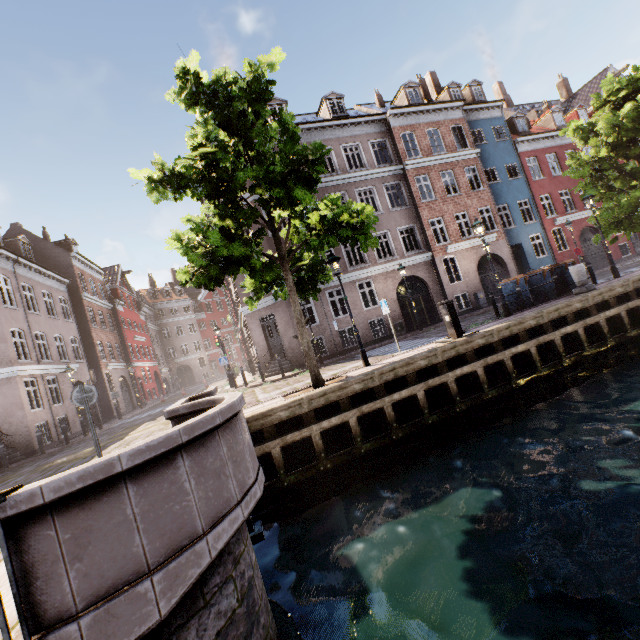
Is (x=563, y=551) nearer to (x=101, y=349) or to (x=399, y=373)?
(x=399, y=373)

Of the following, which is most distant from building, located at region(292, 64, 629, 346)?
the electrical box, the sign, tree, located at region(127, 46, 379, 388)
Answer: the sign

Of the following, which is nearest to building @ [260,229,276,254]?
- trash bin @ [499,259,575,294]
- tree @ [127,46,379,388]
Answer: tree @ [127,46,379,388]

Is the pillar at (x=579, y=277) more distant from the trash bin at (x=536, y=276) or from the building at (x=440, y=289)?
the building at (x=440, y=289)

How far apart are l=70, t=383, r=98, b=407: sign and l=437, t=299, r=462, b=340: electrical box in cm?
943

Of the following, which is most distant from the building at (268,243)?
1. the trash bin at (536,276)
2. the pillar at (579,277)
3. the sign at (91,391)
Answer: the sign at (91,391)

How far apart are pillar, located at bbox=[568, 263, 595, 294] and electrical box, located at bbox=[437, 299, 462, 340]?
6.02m

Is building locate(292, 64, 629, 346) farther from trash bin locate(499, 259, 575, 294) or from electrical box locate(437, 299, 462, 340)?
electrical box locate(437, 299, 462, 340)
